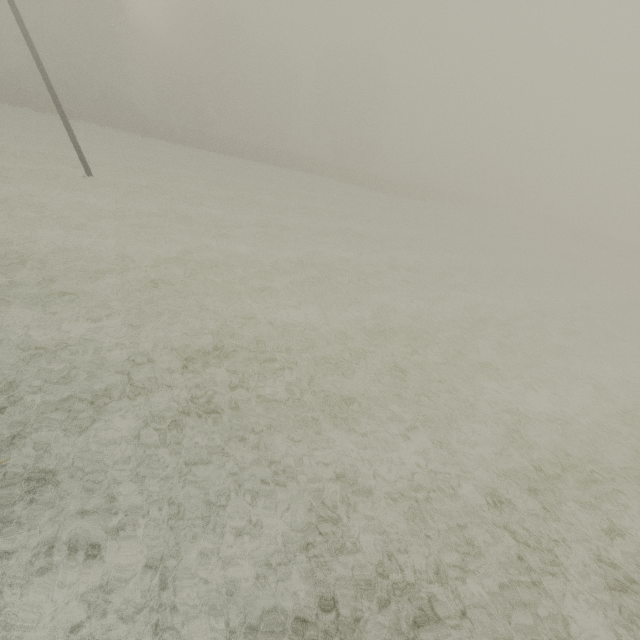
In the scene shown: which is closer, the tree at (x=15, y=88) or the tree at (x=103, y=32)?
the tree at (x=15, y=88)

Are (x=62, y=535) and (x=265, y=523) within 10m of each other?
yes

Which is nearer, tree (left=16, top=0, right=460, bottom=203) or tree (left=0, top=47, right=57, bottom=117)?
tree (left=0, top=47, right=57, bottom=117)
